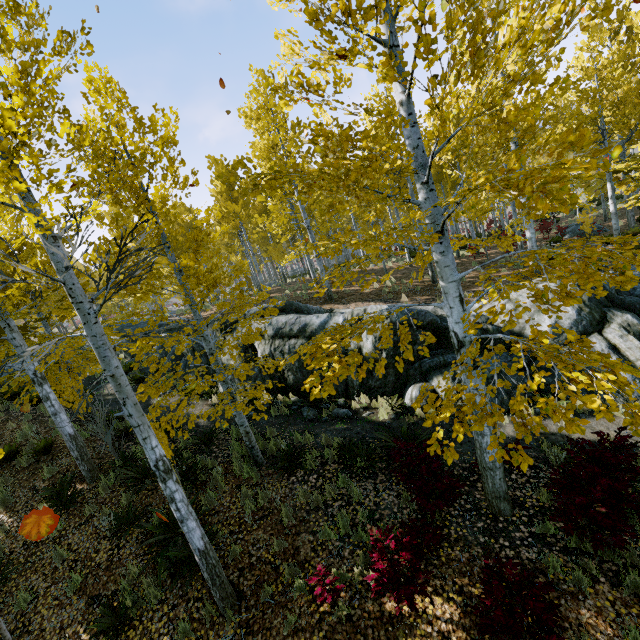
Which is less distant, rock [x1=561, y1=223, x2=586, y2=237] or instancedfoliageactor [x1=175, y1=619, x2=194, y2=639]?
instancedfoliageactor [x1=175, y1=619, x2=194, y2=639]

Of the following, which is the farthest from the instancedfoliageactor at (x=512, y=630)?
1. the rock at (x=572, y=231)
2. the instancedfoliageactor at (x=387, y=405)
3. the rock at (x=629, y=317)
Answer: the instancedfoliageactor at (x=387, y=405)

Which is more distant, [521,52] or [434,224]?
[434,224]

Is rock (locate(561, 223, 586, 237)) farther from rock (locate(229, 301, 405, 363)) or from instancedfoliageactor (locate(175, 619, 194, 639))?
rock (locate(229, 301, 405, 363))

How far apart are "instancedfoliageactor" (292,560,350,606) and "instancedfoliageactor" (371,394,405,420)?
4.23m

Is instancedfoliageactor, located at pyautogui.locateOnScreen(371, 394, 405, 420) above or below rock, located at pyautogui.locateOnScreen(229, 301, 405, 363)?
below

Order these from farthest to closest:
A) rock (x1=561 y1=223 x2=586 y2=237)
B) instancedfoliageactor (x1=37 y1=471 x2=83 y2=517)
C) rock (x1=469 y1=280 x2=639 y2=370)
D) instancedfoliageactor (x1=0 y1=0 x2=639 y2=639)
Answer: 1. rock (x1=561 y1=223 x2=586 y2=237)
2. rock (x1=469 y1=280 x2=639 y2=370)
3. instancedfoliageactor (x1=37 y1=471 x2=83 y2=517)
4. instancedfoliageactor (x1=0 y1=0 x2=639 y2=639)

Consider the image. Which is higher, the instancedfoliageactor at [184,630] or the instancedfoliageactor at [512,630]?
the instancedfoliageactor at [512,630]
